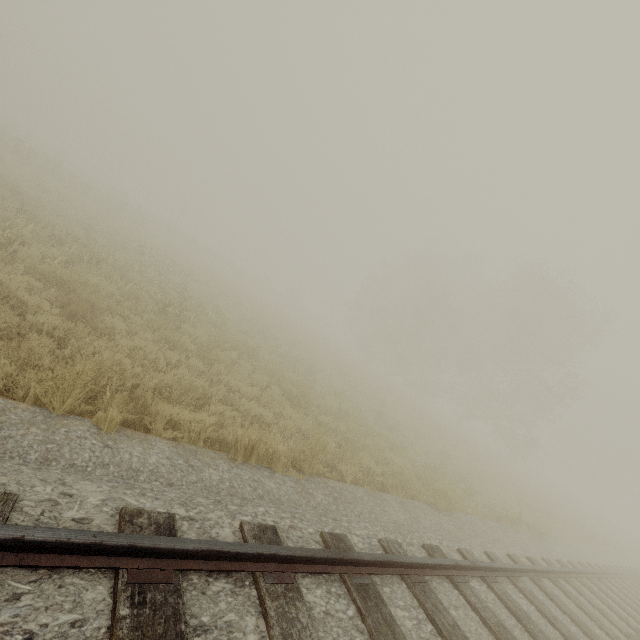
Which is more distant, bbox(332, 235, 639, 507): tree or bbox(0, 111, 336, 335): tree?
bbox(332, 235, 639, 507): tree

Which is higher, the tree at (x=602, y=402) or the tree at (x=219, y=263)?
the tree at (x=602, y=402)

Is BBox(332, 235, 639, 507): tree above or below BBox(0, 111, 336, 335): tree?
above

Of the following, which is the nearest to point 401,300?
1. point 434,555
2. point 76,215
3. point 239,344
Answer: point 239,344

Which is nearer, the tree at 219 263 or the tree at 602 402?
the tree at 219 263
